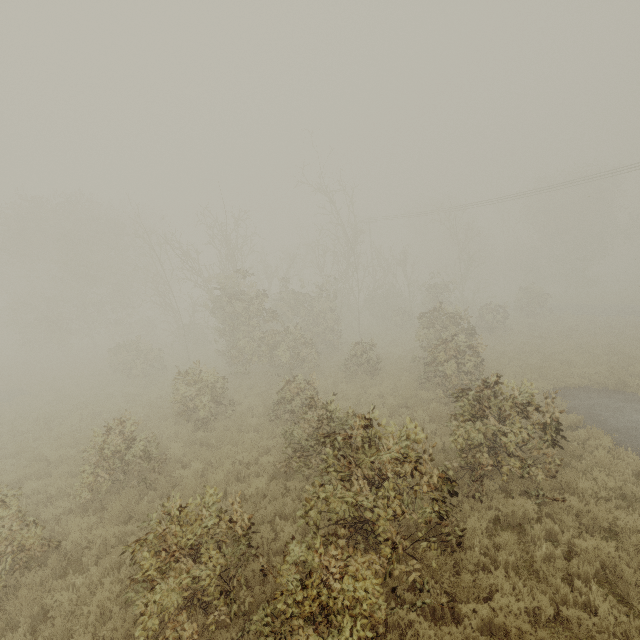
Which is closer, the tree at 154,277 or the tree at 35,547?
the tree at 154,277

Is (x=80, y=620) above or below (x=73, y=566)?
above

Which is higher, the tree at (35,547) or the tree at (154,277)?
the tree at (154,277)

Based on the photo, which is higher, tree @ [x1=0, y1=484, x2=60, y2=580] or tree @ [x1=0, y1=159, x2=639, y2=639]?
tree @ [x1=0, y1=159, x2=639, y2=639]

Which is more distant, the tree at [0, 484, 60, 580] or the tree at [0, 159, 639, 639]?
the tree at [0, 484, 60, 580]
